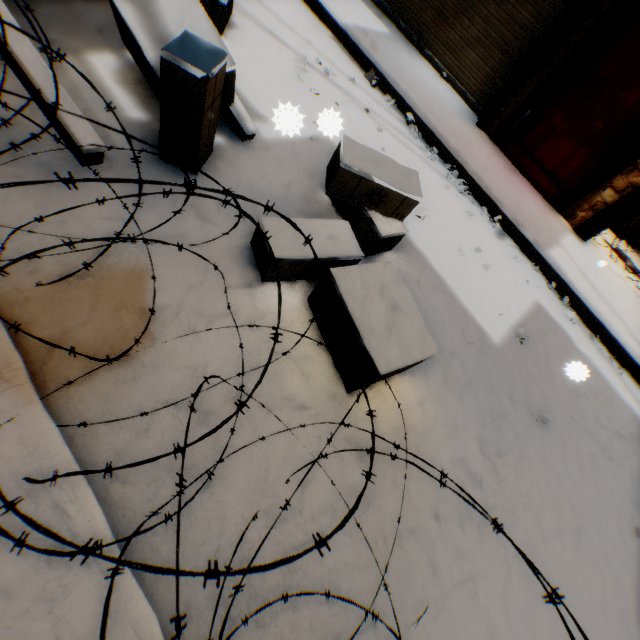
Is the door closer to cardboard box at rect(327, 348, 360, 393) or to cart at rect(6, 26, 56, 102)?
cardboard box at rect(327, 348, 360, 393)

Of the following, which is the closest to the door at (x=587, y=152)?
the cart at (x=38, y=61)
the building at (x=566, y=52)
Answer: the building at (x=566, y=52)

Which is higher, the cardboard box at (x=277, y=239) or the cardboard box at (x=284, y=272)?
the cardboard box at (x=277, y=239)

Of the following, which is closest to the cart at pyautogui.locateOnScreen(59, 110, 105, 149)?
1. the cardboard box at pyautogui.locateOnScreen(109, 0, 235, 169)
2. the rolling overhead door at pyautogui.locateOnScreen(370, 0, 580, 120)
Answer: the cardboard box at pyautogui.locateOnScreen(109, 0, 235, 169)

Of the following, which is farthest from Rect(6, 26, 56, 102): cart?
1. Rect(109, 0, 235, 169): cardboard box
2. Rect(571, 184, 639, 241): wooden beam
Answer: Rect(571, 184, 639, 241): wooden beam

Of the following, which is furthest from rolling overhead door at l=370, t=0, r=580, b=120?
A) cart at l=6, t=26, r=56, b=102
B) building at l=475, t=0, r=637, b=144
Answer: cart at l=6, t=26, r=56, b=102

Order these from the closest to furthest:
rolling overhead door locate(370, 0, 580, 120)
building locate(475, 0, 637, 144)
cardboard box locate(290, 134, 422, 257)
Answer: cardboard box locate(290, 134, 422, 257) → building locate(475, 0, 637, 144) → rolling overhead door locate(370, 0, 580, 120)

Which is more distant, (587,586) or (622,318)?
(622,318)
